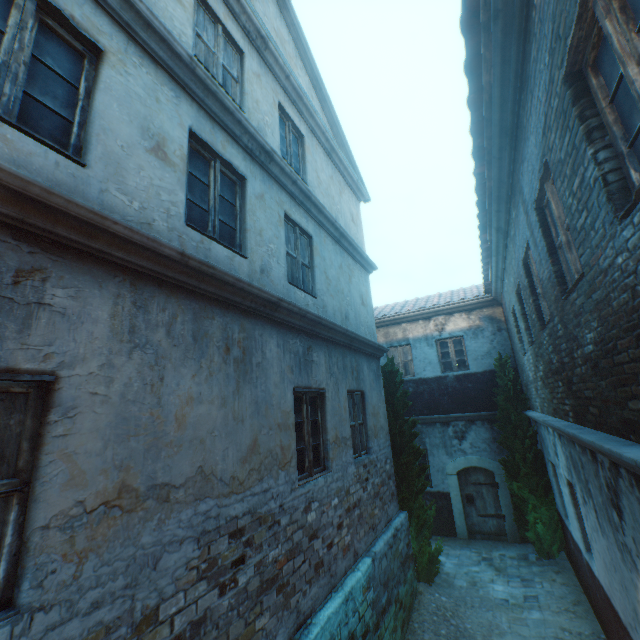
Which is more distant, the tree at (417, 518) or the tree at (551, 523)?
the tree at (551, 523)

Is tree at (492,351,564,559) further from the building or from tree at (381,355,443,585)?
the building

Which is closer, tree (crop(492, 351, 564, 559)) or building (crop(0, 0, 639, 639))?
building (crop(0, 0, 639, 639))

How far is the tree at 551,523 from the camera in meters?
8.8

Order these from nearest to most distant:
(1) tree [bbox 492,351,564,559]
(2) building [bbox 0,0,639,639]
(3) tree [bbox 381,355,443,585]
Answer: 1. (2) building [bbox 0,0,639,639]
2. (3) tree [bbox 381,355,443,585]
3. (1) tree [bbox 492,351,564,559]

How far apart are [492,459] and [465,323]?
4.81m
